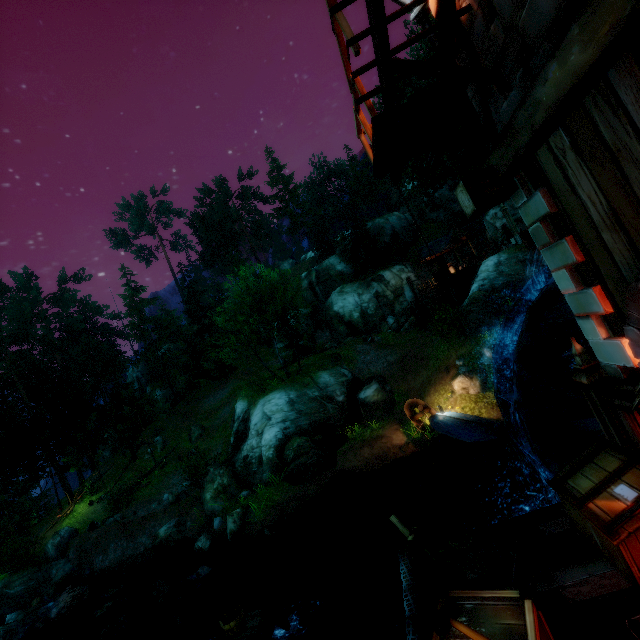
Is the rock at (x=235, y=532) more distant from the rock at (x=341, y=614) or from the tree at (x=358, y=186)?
the tree at (x=358, y=186)

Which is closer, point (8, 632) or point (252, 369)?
point (8, 632)

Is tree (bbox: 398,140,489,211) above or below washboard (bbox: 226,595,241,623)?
above

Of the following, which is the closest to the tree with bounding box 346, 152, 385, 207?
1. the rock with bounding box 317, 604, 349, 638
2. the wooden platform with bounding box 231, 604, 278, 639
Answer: the wooden platform with bounding box 231, 604, 278, 639

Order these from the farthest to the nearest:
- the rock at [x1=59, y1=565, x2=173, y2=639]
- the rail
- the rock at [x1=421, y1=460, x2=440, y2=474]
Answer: the rock at [x1=421, y1=460, x2=440, y2=474]
the rock at [x1=59, y1=565, x2=173, y2=639]
the rail

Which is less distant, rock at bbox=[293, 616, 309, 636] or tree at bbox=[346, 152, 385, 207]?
rock at bbox=[293, 616, 309, 636]

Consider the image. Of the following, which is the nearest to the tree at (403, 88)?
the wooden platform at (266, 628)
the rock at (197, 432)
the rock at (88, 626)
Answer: the rock at (197, 432)

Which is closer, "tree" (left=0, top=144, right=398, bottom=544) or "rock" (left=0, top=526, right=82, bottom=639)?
"rock" (left=0, top=526, right=82, bottom=639)
